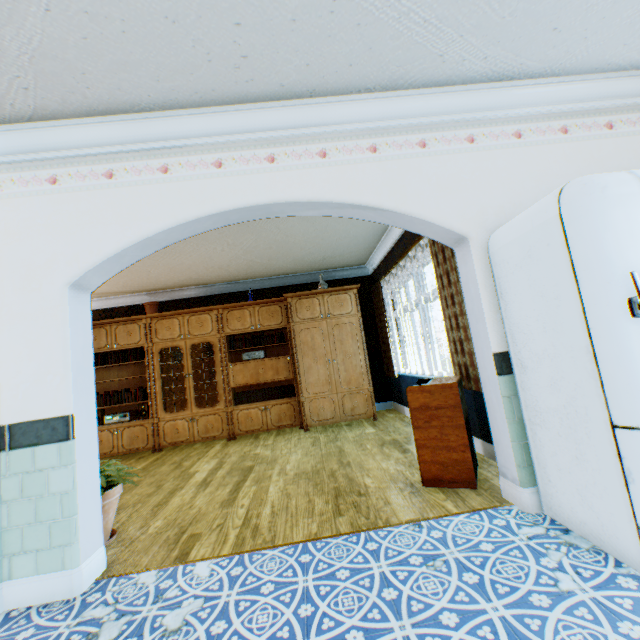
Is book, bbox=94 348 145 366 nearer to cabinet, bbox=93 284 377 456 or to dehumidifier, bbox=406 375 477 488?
cabinet, bbox=93 284 377 456

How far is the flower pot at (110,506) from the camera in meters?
2.6

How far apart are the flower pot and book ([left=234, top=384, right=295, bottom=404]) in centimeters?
332cm

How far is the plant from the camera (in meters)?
2.64

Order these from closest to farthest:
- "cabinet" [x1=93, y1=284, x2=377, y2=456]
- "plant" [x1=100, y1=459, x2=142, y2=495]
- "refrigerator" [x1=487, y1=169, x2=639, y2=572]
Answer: "refrigerator" [x1=487, y1=169, x2=639, y2=572]
"plant" [x1=100, y1=459, x2=142, y2=495]
"cabinet" [x1=93, y1=284, x2=377, y2=456]

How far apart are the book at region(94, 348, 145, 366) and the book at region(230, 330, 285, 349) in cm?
161

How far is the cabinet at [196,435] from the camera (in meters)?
5.98

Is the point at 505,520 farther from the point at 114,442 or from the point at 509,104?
the point at 114,442
